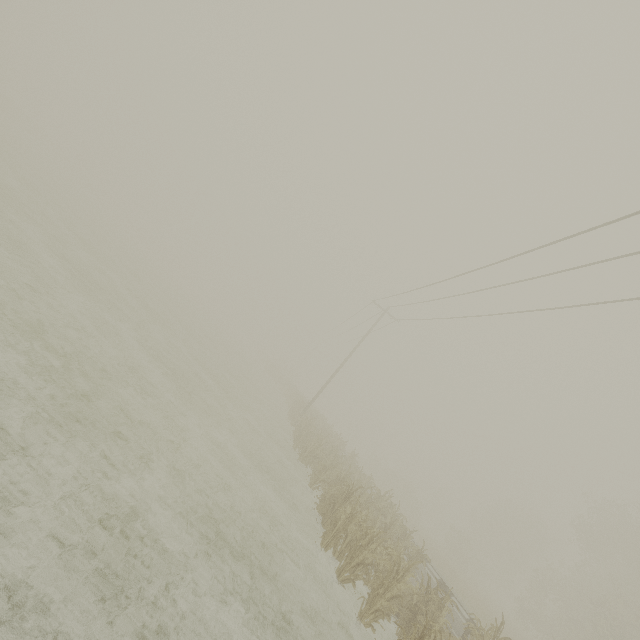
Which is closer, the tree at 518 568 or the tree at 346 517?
the tree at 346 517

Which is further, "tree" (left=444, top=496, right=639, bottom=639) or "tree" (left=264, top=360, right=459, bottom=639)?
"tree" (left=444, top=496, right=639, bottom=639)

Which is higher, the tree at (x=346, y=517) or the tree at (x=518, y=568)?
the tree at (x=518, y=568)

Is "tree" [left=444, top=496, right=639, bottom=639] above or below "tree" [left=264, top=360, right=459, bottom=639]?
above

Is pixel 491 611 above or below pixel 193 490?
above
